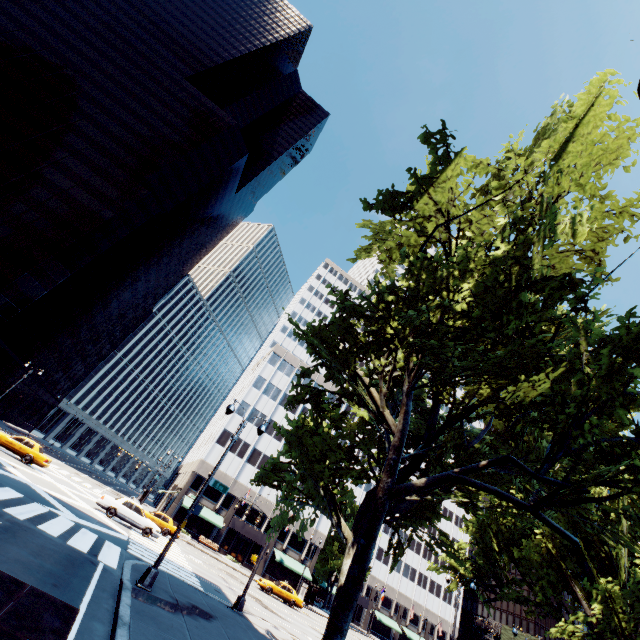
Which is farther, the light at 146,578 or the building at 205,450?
the building at 205,450

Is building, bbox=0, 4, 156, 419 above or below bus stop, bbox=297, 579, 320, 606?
above

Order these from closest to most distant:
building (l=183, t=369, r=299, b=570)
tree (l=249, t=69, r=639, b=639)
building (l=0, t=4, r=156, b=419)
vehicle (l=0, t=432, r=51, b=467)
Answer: tree (l=249, t=69, r=639, b=639) → vehicle (l=0, t=432, r=51, b=467) → building (l=0, t=4, r=156, b=419) → building (l=183, t=369, r=299, b=570)

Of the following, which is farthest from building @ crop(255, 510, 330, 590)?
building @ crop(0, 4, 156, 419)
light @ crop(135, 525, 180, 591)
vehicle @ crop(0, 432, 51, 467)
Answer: light @ crop(135, 525, 180, 591)

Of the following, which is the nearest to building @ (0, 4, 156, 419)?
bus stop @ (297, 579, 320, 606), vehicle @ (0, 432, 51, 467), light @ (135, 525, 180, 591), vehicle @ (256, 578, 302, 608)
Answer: vehicle @ (0, 432, 51, 467)

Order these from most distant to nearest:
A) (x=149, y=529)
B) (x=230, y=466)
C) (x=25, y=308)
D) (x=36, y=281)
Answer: (x=230, y=466) < (x=36, y=281) < (x=25, y=308) < (x=149, y=529)

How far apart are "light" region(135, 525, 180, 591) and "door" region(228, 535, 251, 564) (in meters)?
42.91

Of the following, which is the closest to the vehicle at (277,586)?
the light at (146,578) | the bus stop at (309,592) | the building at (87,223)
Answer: the bus stop at (309,592)
